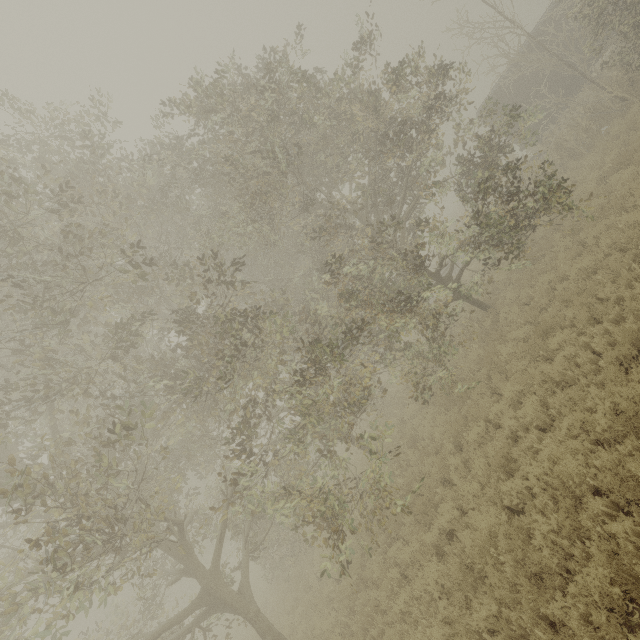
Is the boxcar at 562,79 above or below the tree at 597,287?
above

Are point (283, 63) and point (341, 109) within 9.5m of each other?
yes

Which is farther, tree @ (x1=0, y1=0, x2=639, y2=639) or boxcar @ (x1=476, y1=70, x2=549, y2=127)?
boxcar @ (x1=476, y1=70, x2=549, y2=127)

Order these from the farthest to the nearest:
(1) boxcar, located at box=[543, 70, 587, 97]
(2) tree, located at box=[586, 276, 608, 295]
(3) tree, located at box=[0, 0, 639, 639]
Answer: (1) boxcar, located at box=[543, 70, 587, 97] < (2) tree, located at box=[586, 276, 608, 295] < (3) tree, located at box=[0, 0, 639, 639]

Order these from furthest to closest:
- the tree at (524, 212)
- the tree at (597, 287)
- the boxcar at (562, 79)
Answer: the boxcar at (562, 79) < the tree at (597, 287) < the tree at (524, 212)

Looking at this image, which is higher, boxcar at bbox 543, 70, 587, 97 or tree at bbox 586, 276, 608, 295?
boxcar at bbox 543, 70, 587, 97

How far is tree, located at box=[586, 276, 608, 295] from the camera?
7.86m
